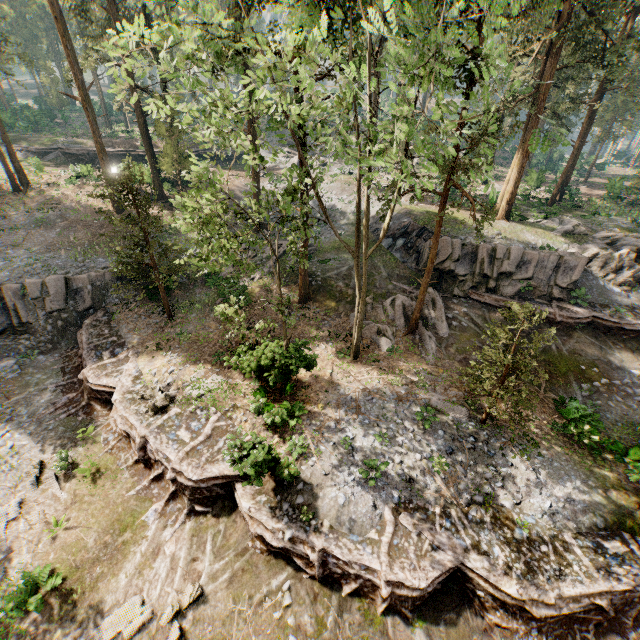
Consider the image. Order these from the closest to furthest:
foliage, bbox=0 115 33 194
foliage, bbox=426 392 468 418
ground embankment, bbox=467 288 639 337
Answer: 1. foliage, bbox=426 392 468 418
2. ground embankment, bbox=467 288 639 337
3. foliage, bbox=0 115 33 194

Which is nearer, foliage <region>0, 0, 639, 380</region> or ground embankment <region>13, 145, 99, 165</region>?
foliage <region>0, 0, 639, 380</region>

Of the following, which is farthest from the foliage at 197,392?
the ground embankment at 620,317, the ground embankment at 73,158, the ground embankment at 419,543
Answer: the ground embankment at 73,158

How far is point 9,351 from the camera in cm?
2053

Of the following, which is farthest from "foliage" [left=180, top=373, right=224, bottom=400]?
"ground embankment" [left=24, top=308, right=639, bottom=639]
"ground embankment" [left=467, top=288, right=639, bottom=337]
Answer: "ground embankment" [left=467, top=288, right=639, bottom=337]

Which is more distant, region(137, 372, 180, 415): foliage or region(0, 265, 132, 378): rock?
region(0, 265, 132, 378): rock

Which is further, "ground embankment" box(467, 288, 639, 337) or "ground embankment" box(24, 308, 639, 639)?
"ground embankment" box(467, 288, 639, 337)

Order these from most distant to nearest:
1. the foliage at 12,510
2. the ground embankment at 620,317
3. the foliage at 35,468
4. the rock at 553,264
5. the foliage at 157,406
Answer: the rock at 553,264 → the ground embankment at 620,317 → the foliage at 157,406 → the foliage at 35,468 → the foliage at 12,510
